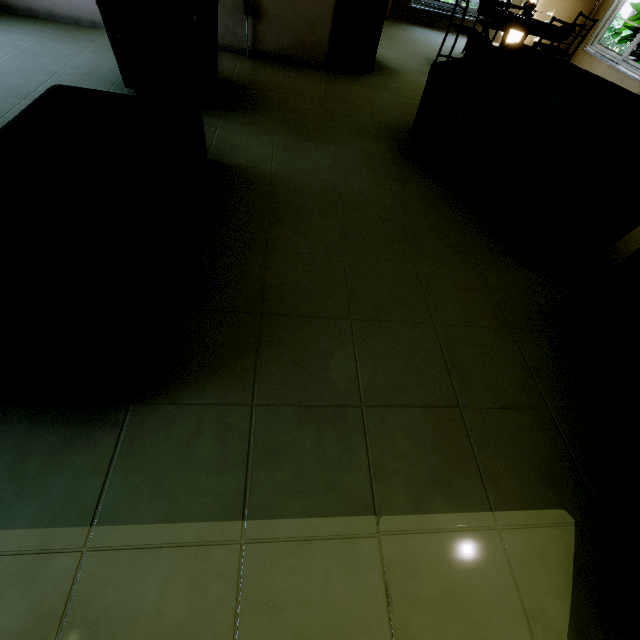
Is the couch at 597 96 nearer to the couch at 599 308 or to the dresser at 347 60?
the couch at 599 308

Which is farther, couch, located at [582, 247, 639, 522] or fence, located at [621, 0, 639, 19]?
fence, located at [621, 0, 639, 19]

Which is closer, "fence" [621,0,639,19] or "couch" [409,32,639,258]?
"couch" [409,32,639,258]

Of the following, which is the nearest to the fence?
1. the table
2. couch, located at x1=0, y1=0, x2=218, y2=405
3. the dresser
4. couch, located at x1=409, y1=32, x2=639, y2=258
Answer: the table

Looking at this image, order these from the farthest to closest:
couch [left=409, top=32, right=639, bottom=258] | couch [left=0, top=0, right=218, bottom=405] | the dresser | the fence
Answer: the fence < the dresser < couch [left=409, top=32, right=639, bottom=258] < couch [left=0, top=0, right=218, bottom=405]

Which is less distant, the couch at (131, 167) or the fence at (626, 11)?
the couch at (131, 167)

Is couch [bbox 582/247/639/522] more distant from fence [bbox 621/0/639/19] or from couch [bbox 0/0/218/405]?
fence [bbox 621/0/639/19]

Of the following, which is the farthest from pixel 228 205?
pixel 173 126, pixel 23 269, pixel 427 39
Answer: pixel 427 39
